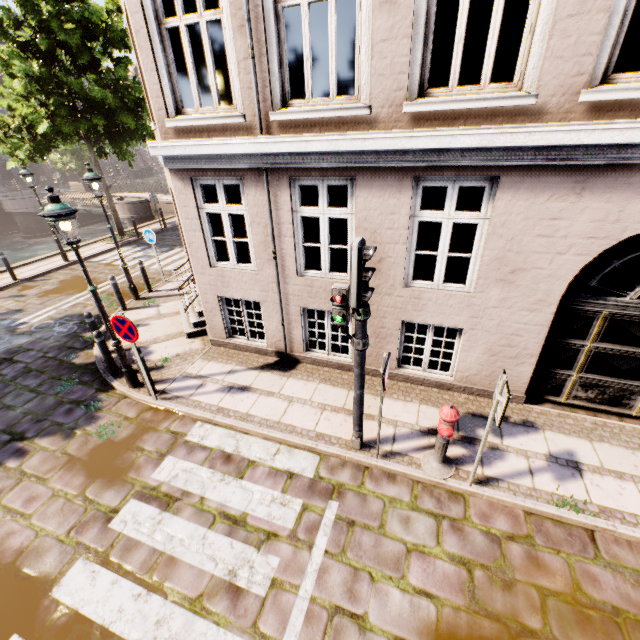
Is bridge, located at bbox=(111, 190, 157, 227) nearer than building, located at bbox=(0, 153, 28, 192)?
Yes

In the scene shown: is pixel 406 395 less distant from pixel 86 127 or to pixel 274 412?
pixel 274 412

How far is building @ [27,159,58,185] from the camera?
39.50m

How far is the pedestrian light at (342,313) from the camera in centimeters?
388cm

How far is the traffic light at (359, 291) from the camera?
3.2m

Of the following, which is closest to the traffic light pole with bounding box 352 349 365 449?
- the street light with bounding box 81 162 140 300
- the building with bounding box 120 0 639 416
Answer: the building with bounding box 120 0 639 416

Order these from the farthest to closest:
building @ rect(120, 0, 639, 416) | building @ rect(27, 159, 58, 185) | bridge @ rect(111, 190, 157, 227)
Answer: building @ rect(27, 159, 58, 185) < bridge @ rect(111, 190, 157, 227) < building @ rect(120, 0, 639, 416)

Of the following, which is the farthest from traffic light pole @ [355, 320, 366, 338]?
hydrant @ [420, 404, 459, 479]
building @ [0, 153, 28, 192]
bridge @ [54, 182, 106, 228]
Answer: building @ [0, 153, 28, 192]
